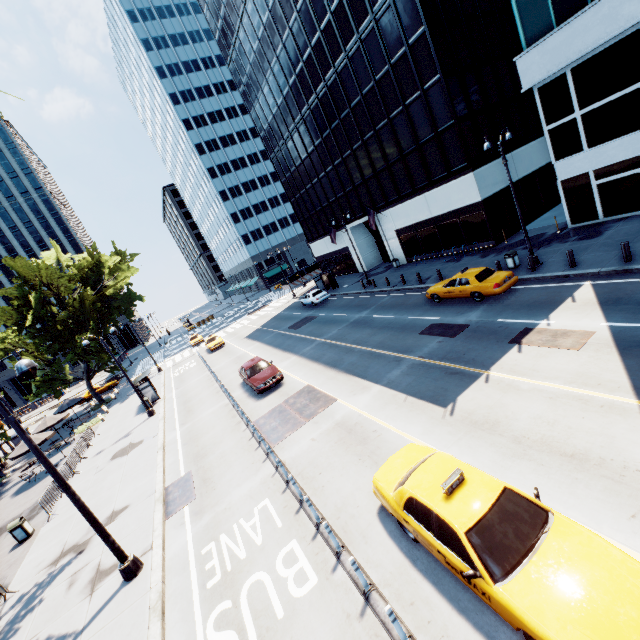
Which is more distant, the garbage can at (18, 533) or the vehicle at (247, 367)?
the vehicle at (247, 367)

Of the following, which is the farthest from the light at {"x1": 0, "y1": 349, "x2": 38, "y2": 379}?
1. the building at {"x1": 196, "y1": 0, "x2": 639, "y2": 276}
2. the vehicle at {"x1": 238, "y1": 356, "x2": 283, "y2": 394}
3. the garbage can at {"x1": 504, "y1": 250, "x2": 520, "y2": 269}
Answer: the building at {"x1": 196, "y1": 0, "x2": 639, "y2": 276}

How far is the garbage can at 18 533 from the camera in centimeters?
1504cm

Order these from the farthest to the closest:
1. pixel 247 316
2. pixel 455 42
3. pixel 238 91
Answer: pixel 247 316 → pixel 238 91 → pixel 455 42

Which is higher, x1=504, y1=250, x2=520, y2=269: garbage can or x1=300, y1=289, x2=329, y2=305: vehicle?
x1=300, y1=289, x2=329, y2=305: vehicle

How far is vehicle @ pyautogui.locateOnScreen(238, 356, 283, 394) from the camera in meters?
18.5 m

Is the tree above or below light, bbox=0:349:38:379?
above

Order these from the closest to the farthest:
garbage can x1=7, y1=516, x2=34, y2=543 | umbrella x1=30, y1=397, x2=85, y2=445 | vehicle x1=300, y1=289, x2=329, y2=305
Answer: garbage can x1=7, y1=516, x2=34, y2=543 → umbrella x1=30, y1=397, x2=85, y2=445 → vehicle x1=300, y1=289, x2=329, y2=305
